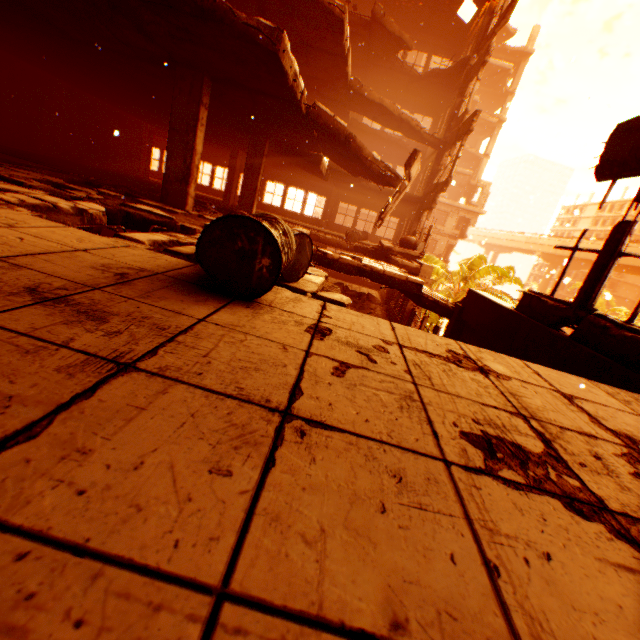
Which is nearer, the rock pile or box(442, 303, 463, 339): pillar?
box(442, 303, 463, 339): pillar

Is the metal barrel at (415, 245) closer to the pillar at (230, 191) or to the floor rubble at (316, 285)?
the floor rubble at (316, 285)

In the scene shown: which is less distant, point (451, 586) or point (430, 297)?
point (451, 586)

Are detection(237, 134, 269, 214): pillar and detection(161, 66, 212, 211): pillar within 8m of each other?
yes

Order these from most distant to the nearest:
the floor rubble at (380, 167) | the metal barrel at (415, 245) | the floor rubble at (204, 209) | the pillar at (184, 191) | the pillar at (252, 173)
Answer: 1. the metal barrel at (415, 245)
2. the pillar at (252, 173)
3. the floor rubble at (204, 209)
4. the floor rubble at (380, 167)
5. the pillar at (184, 191)

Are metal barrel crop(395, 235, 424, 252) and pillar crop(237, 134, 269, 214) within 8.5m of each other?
yes

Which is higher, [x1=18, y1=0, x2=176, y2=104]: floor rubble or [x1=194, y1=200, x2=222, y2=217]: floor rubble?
[x1=18, y1=0, x2=176, y2=104]: floor rubble

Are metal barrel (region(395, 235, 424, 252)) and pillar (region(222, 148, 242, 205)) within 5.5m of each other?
no
